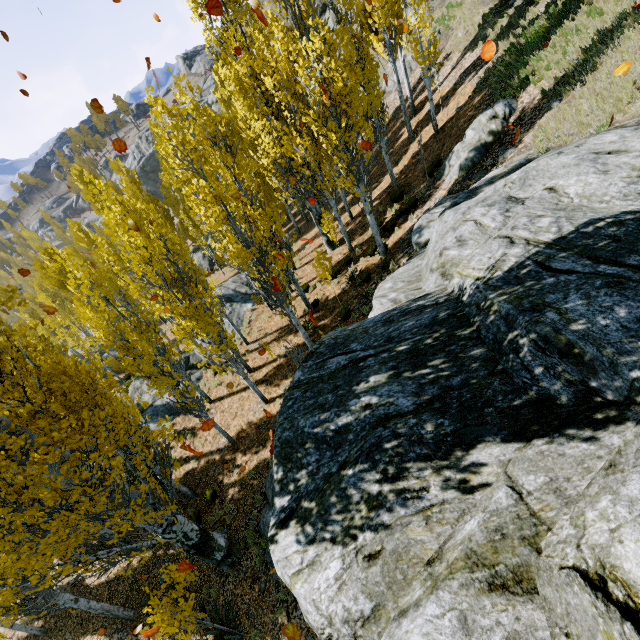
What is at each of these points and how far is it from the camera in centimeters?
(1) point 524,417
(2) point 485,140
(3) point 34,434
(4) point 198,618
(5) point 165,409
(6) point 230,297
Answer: (1) rock, 300cm
(2) rock, 1238cm
(3) instancedfoliageactor, 664cm
(4) instancedfoliageactor, 783cm
(5) rock, 1778cm
(6) rock, 2162cm

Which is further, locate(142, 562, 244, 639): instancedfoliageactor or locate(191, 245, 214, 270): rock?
locate(191, 245, 214, 270): rock

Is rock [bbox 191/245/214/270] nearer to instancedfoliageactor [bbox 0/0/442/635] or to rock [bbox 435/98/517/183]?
instancedfoliageactor [bbox 0/0/442/635]

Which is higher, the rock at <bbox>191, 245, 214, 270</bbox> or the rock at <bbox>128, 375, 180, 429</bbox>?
the rock at <bbox>128, 375, 180, 429</bbox>

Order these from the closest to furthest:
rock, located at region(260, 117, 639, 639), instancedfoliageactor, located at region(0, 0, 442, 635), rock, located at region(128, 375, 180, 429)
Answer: rock, located at region(260, 117, 639, 639)
instancedfoliageactor, located at region(0, 0, 442, 635)
rock, located at region(128, 375, 180, 429)

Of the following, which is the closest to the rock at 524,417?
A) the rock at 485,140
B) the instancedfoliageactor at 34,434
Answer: the instancedfoliageactor at 34,434

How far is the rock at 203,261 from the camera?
37.16m

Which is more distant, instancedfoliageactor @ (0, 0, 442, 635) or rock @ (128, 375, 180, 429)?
rock @ (128, 375, 180, 429)
